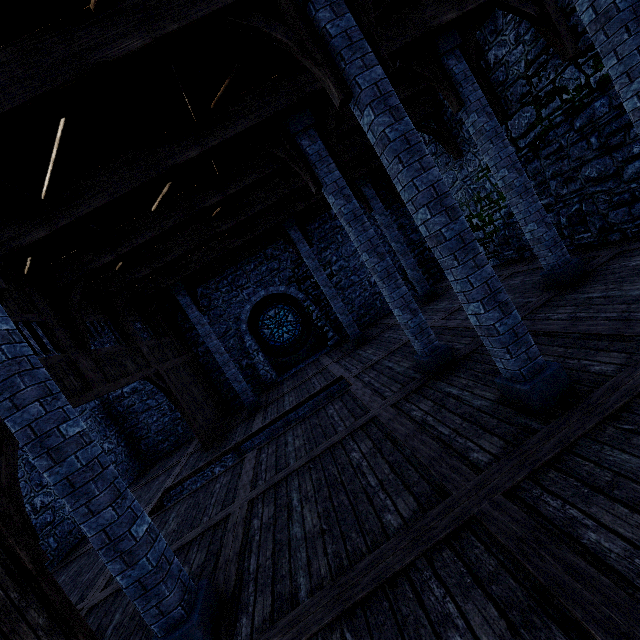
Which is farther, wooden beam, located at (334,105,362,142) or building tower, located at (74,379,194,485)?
building tower, located at (74,379,194,485)

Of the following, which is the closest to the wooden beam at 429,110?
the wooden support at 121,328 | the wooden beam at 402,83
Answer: the wooden support at 121,328

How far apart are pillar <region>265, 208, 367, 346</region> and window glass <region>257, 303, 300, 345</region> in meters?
3.7 m

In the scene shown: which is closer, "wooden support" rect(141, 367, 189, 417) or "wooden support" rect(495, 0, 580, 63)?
"wooden support" rect(495, 0, 580, 63)

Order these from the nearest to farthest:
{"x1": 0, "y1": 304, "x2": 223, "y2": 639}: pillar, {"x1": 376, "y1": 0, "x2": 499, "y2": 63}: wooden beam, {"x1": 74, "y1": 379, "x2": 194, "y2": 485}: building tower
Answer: {"x1": 0, "y1": 304, "x2": 223, "y2": 639}: pillar
{"x1": 376, "y1": 0, "x2": 499, "y2": 63}: wooden beam
{"x1": 74, "y1": 379, "x2": 194, "y2": 485}: building tower

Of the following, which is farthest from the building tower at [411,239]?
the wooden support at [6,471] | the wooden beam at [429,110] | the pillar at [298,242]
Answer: the wooden support at [6,471]

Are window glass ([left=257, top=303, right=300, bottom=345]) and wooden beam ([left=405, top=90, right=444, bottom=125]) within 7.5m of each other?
yes

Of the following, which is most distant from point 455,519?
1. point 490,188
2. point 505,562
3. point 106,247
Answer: point 490,188
